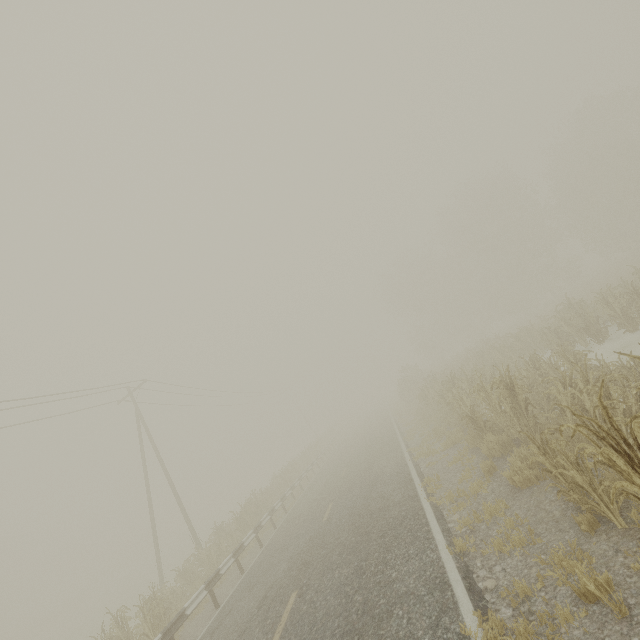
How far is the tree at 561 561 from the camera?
3.83m

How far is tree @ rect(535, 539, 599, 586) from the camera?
3.83m

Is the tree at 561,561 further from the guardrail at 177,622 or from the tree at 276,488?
the tree at 276,488

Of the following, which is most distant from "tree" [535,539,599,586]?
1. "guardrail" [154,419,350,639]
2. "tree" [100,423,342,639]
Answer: "tree" [100,423,342,639]

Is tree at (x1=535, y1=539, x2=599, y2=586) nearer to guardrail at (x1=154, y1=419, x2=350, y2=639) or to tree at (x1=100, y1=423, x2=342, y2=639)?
guardrail at (x1=154, y1=419, x2=350, y2=639)

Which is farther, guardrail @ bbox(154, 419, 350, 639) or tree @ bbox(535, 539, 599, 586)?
guardrail @ bbox(154, 419, 350, 639)

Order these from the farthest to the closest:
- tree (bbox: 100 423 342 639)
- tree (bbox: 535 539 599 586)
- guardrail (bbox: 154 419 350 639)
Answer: tree (bbox: 100 423 342 639) < guardrail (bbox: 154 419 350 639) < tree (bbox: 535 539 599 586)

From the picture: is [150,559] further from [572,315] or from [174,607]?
[572,315]
